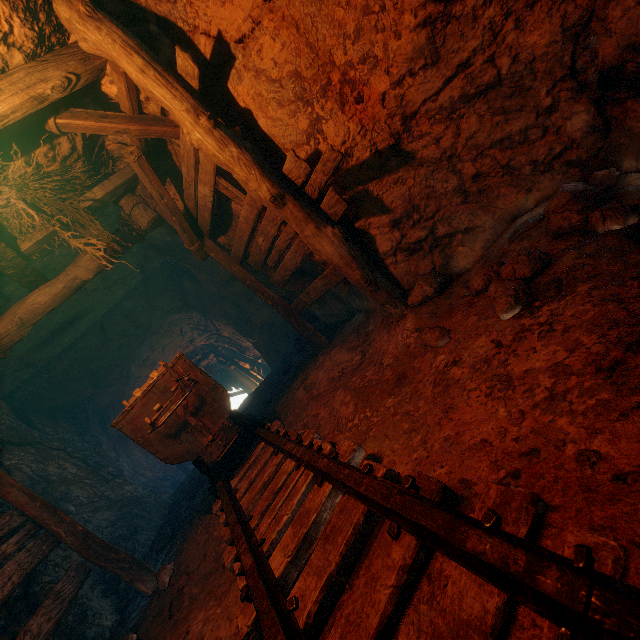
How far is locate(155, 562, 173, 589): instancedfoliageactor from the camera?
3.8 meters

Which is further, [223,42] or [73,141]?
[73,141]

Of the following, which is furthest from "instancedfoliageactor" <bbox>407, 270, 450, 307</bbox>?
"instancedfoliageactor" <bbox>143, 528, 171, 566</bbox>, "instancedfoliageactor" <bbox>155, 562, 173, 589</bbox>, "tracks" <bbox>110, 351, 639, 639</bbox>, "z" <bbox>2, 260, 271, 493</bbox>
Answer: "z" <bbox>2, 260, 271, 493</bbox>

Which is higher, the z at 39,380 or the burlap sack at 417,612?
the z at 39,380

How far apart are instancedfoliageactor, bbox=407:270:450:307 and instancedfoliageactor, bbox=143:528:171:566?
5.8 meters

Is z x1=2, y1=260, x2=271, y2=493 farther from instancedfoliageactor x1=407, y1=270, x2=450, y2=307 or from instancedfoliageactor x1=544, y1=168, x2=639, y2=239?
instancedfoliageactor x1=544, y1=168, x2=639, y2=239

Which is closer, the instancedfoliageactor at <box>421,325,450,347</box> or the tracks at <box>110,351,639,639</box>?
the tracks at <box>110,351,639,639</box>

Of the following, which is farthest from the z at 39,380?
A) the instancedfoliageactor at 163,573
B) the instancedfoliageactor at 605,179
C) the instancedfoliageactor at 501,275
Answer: the instancedfoliageactor at 605,179
